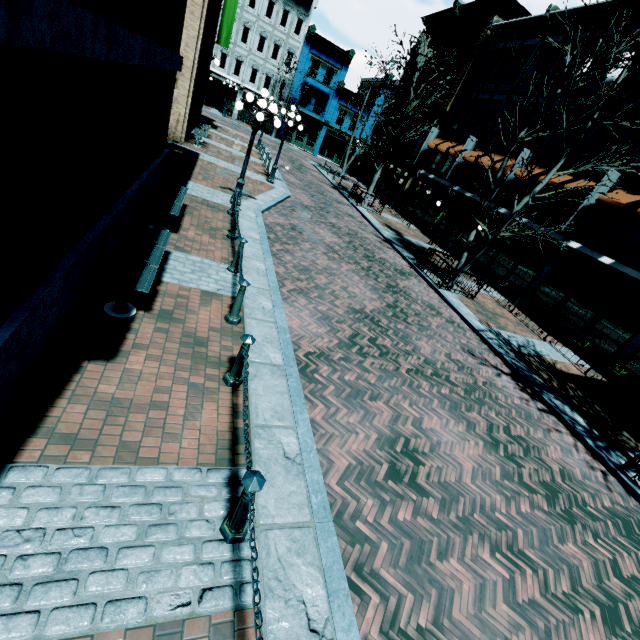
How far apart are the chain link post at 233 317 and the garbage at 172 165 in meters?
5.1

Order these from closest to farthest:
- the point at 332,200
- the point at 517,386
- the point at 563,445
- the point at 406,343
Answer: the point at 563,445, the point at 406,343, the point at 517,386, the point at 332,200

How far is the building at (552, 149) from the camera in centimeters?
1671cm

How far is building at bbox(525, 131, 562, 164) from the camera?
16.71m

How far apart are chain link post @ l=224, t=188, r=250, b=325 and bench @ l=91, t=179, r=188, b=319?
1.4 meters

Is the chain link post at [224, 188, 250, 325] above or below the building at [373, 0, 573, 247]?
below

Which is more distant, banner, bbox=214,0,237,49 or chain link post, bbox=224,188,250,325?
banner, bbox=214,0,237,49

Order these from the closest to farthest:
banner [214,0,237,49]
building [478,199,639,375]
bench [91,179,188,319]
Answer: bench [91,179,188,319], building [478,199,639,375], banner [214,0,237,49]
